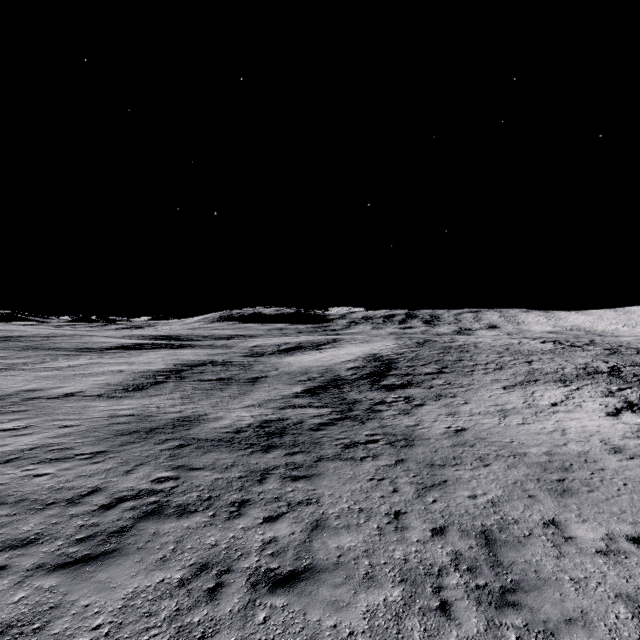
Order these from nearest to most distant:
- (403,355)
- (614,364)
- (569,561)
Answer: (569,561) → (614,364) → (403,355)
